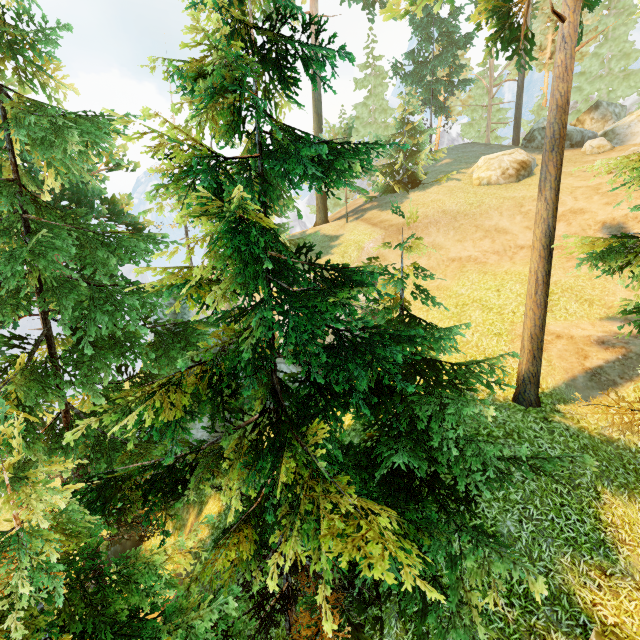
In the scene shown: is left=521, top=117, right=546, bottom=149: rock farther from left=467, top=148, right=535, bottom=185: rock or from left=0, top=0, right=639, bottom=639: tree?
left=0, top=0, right=639, bottom=639: tree

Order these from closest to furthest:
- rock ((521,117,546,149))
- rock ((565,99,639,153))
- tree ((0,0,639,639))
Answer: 1. tree ((0,0,639,639))
2. rock ((565,99,639,153))
3. rock ((521,117,546,149))

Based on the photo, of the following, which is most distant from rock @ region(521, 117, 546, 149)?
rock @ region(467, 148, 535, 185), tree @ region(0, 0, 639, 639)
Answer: tree @ region(0, 0, 639, 639)

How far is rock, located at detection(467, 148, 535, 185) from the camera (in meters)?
22.02

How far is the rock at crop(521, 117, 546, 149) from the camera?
26.4 meters

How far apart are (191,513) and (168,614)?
12.4m

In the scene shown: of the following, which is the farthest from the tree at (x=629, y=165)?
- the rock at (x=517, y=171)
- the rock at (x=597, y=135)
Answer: the rock at (x=517, y=171)
